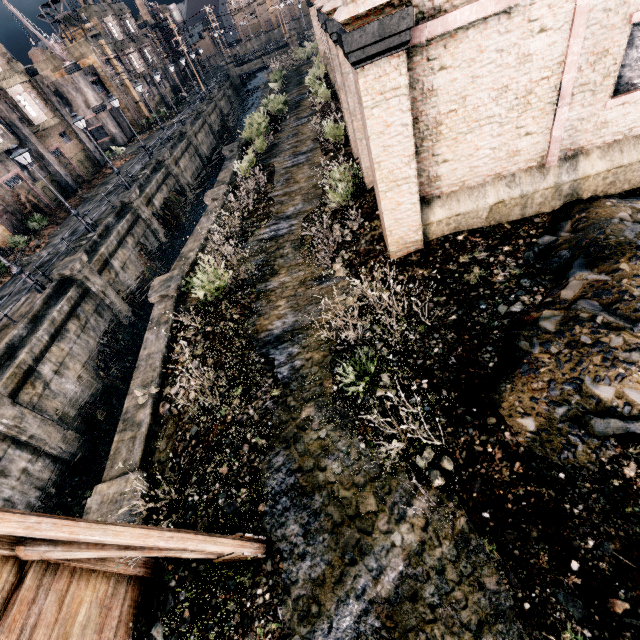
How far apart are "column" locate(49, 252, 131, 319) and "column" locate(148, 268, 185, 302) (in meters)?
6.82

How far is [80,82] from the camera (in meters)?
39.78

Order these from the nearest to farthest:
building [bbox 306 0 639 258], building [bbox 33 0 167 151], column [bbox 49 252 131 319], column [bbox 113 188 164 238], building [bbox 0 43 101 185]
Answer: building [bbox 306 0 639 258] < column [bbox 49 252 131 319] < column [bbox 113 188 164 238] < building [bbox 0 43 101 185] < building [bbox 33 0 167 151]

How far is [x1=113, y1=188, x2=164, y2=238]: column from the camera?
24.3m

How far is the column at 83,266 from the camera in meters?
18.0

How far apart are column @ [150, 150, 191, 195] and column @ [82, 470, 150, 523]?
30.85m

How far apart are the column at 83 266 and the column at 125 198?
7.20m

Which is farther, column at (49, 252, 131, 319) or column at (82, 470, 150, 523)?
column at (49, 252, 131, 319)
